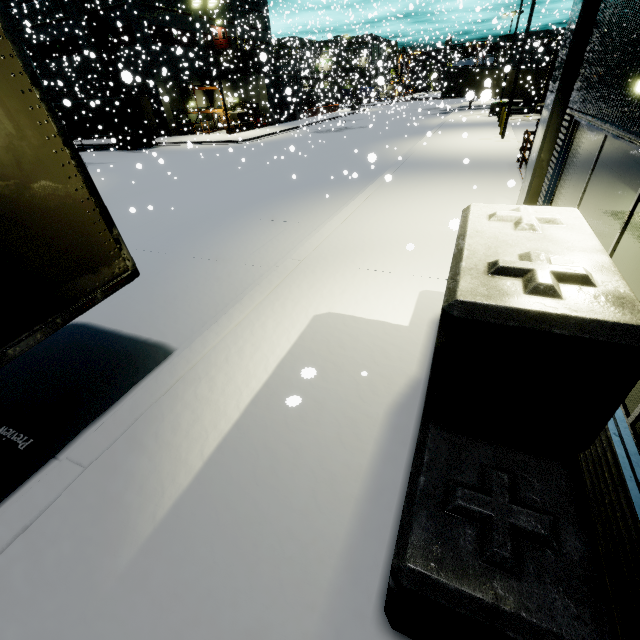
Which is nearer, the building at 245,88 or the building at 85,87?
the building at 85,87

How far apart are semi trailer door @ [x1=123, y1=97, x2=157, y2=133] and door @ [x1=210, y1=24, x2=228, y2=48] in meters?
18.7 m

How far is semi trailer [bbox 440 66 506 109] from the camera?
7.8m

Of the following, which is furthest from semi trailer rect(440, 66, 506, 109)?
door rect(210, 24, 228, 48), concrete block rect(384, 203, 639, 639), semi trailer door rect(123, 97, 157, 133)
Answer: door rect(210, 24, 228, 48)

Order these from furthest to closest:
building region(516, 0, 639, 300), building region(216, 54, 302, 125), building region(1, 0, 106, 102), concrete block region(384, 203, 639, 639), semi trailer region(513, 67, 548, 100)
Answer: building region(216, 54, 302, 125), semi trailer region(513, 67, 548, 100), building region(1, 0, 106, 102), building region(516, 0, 639, 300), concrete block region(384, 203, 639, 639)

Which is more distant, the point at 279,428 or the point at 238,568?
the point at 279,428

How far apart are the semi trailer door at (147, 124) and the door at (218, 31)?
18.74m

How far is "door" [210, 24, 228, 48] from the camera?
37.68m
